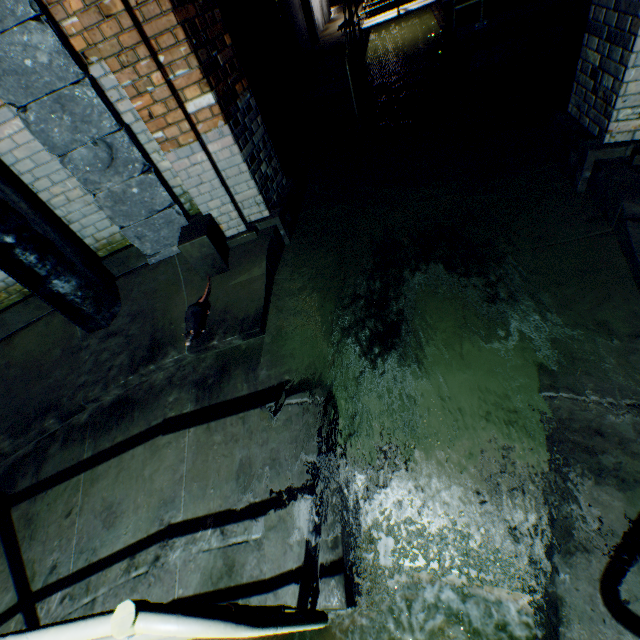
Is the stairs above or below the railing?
below

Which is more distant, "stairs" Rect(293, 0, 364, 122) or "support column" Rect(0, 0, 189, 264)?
"stairs" Rect(293, 0, 364, 122)

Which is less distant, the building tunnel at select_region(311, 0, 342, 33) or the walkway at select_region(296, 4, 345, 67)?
the walkway at select_region(296, 4, 345, 67)

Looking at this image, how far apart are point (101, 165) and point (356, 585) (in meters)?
3.93

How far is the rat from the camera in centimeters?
296cm

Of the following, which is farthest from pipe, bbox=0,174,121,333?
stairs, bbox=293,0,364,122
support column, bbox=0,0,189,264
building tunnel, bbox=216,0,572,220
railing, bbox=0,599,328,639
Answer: stairs, bbox=293,0,364,122

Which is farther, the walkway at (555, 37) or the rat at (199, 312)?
the walkway at (555, 37)

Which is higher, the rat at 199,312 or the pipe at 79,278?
the pipe at 79,278
